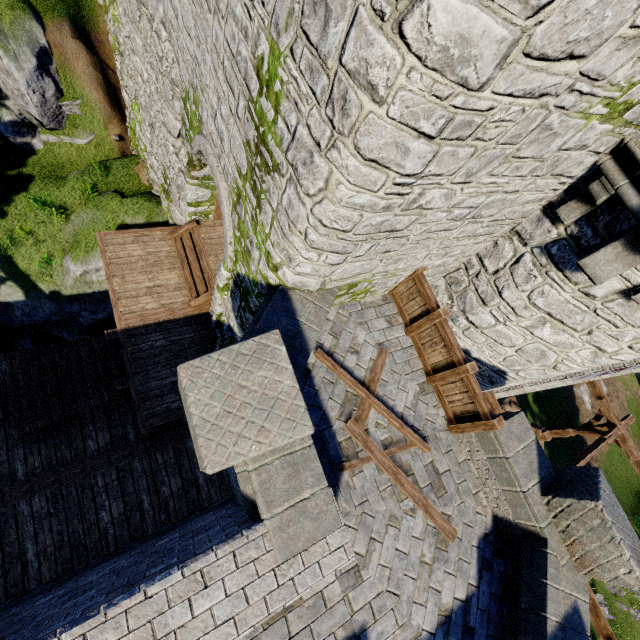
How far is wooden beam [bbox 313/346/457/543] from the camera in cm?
600

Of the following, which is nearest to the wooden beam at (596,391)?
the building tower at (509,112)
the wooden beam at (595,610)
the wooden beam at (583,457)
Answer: the wooden beam at (583,457)

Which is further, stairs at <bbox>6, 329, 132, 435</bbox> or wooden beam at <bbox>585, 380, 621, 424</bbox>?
wooden beam at <bbox>585, 380, 621, 424</bbox>

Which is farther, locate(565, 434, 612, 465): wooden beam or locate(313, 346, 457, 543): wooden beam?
locate(565, 434, 612, 465): wooden beam

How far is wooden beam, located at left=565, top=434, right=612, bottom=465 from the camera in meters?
11.0 m

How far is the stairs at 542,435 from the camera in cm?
1369

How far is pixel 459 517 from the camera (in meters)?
6.26

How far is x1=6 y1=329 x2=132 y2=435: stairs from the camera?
8.6m
